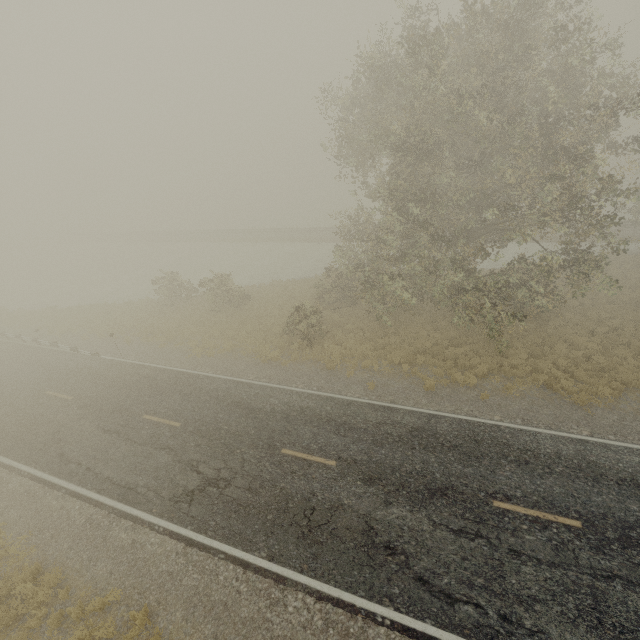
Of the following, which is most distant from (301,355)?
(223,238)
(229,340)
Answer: (223,238)
